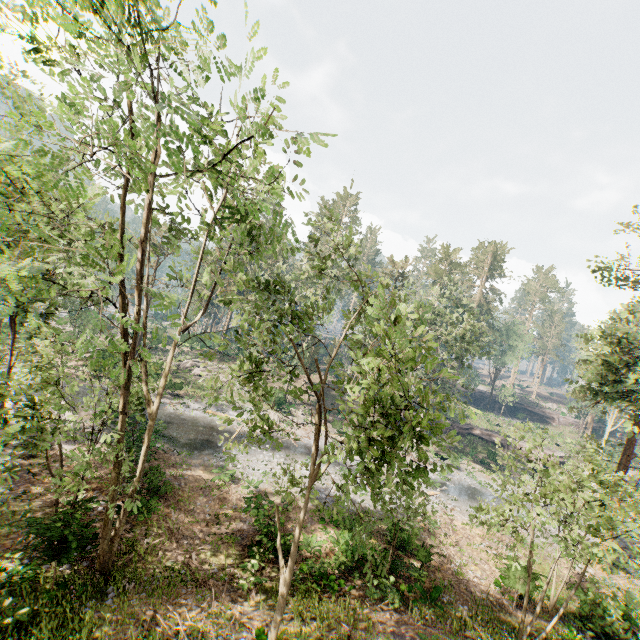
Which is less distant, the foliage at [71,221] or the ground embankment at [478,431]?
the foliage at [71,221]

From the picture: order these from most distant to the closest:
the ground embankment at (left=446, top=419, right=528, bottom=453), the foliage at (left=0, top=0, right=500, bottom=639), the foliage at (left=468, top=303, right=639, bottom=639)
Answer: the ground embankment at (left=446, top=419, right=528, bottom=453) → the foliage at (left=468, top=303, right=639, bottom=639) → the foliage at (left=0, top=0, right=500, bottom=639)

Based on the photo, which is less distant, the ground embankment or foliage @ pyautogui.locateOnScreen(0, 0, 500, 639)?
foliage @ pyautogui.locateOnScreen(0, 0, 500, 639)

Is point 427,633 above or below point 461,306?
below

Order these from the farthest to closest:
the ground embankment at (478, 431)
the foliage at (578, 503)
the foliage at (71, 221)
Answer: the ground embankment at (478, 431)
the foliage at (578, 503)
the foliage at (71, 221)

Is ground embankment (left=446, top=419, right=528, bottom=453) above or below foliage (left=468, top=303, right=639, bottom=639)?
below

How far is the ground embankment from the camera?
45.4m
